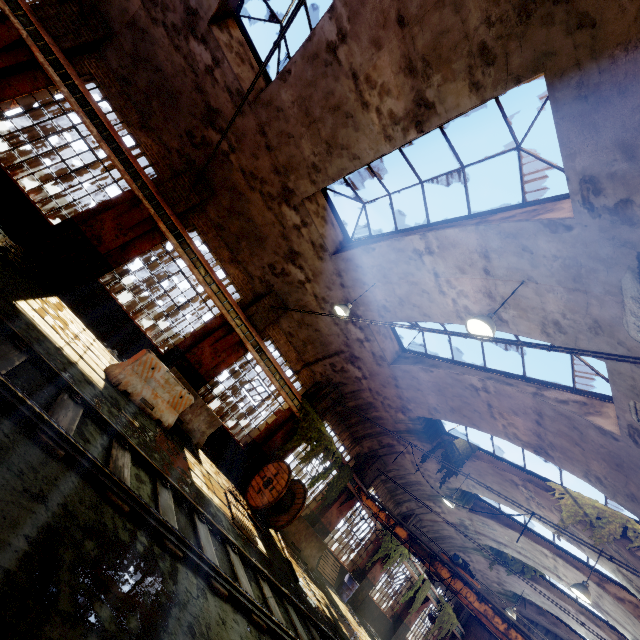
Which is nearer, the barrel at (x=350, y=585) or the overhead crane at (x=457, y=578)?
the overhead crane at (x=457, y=578)

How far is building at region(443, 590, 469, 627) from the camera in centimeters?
2108cm

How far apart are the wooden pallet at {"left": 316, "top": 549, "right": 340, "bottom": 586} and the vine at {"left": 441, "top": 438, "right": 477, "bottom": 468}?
6.8 meters

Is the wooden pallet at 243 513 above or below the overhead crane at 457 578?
below

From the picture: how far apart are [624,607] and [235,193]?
20.03m

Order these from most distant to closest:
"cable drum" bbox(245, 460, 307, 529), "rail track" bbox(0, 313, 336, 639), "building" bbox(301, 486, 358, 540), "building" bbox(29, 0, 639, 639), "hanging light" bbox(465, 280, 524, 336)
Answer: "building" bbox(301, 486, 358, 540) < "cable drum" bbox(245, 460, 307, 529) < "hanging light" bbox(465, 280, 524, 336) < "building" bbox(29, 0, 639, 639) < "rail track" bbox(0, 313, 336, 639)

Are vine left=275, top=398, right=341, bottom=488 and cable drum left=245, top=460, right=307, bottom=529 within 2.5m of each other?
yes

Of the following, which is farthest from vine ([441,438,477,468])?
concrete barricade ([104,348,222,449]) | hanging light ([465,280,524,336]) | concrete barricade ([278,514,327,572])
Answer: concrete barricade ([104,348,222,449])
